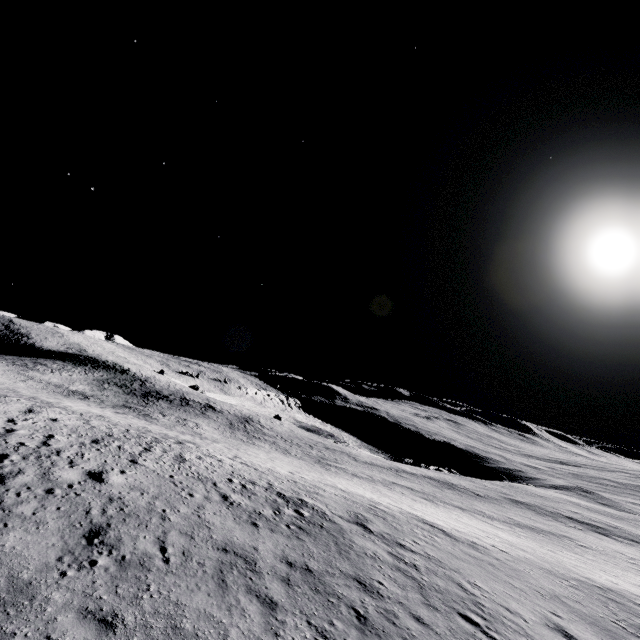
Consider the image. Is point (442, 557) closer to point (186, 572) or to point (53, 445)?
point (186, 572)
